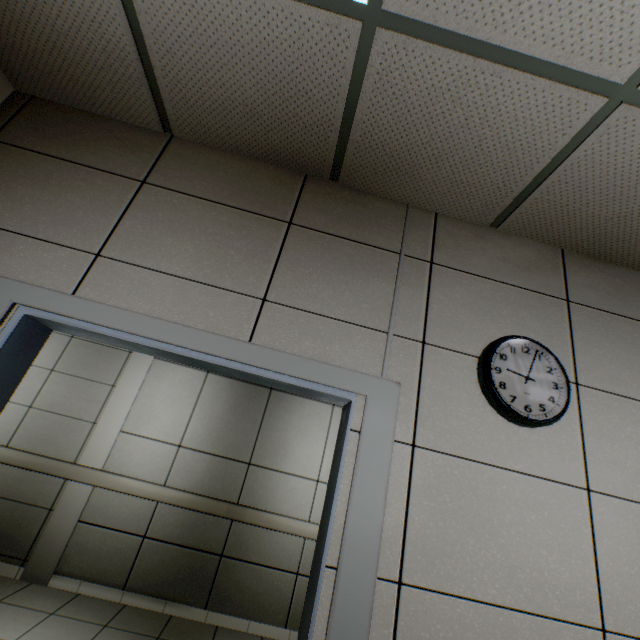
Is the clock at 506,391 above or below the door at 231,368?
above

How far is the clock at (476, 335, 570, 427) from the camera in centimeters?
146cm

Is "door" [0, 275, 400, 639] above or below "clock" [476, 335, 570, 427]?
below

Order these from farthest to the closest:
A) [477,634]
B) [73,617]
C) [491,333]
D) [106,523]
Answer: [106,523] < [73,617] < [491,333] < [477,634]

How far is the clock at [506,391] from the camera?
1.5 meters
